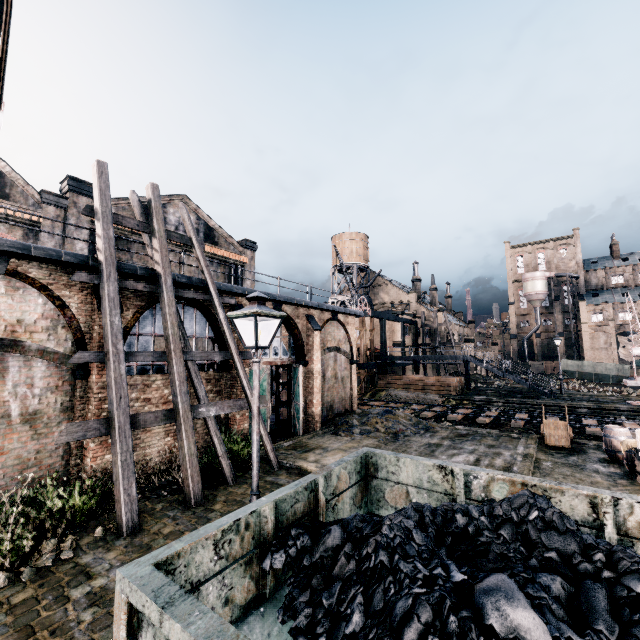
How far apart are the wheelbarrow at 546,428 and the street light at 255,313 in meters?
15.7 m

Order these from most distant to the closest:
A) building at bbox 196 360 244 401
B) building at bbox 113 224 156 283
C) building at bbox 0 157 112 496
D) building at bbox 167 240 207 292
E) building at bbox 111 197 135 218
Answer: building at bbox 111 197 135 218 → building at bbox 196 360 244 401 → building at bbox 167 240 207 292 → building at bbox 113 224 156 283 → building at bbox 0 157 112 496

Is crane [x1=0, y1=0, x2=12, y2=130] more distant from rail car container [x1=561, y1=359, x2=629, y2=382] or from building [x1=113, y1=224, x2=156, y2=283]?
rail car container [x1=561, y1=359, x2=629, y2=382]

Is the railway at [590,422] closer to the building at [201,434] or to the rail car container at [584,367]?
the building at [201,434]

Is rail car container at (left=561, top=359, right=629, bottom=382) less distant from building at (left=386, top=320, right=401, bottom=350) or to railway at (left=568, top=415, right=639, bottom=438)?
building at (left=386, top=320, right=401, bottom=350)

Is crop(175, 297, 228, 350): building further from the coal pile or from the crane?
the coal pile

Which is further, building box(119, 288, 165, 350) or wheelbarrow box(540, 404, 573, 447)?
wheelbarrow box(540, 404, 573, 447)

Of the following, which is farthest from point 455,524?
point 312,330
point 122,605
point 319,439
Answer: point 312,330
